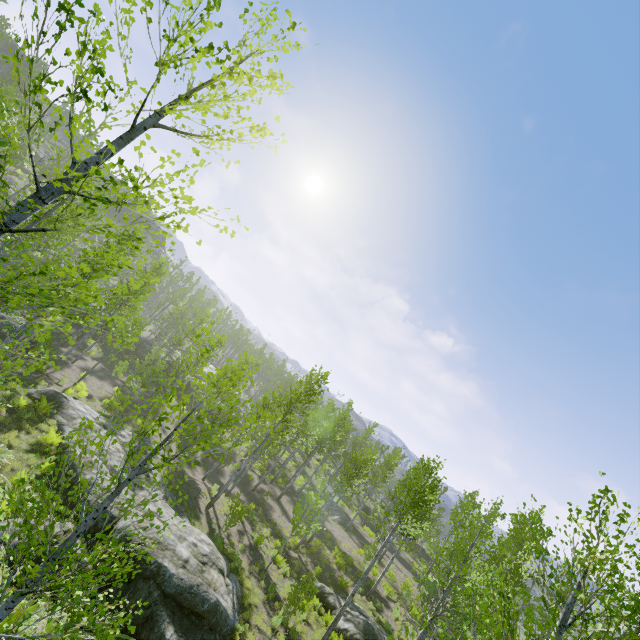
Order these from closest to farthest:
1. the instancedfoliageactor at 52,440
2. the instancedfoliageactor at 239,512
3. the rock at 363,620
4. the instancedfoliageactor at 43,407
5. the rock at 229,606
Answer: the instancedfoliageactor at 52,440, the rock at 229,606, the rock at 363,620, the instancedfoliageactor at 43,407, the instancedfoliageactor at 239,512

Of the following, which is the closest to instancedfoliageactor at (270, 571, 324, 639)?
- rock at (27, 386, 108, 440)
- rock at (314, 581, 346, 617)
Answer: rock at (314, 581, 346, 617)

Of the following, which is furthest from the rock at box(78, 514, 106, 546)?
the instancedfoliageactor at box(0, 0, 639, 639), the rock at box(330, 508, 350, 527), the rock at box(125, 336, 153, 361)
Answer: the rock at box(330, 508, 350, 527)

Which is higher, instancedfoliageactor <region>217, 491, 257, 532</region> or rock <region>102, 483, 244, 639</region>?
instancedfoliageactor <region>217, 491, 257, 532</region>

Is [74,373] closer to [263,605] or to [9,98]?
[263,605]

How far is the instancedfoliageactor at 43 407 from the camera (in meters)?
15.42

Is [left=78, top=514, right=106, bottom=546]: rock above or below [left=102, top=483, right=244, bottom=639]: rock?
below

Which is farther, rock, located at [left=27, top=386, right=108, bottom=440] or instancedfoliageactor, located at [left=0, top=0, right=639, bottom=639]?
rock, located at [left=27, top=386, right=108, bottom=440]
